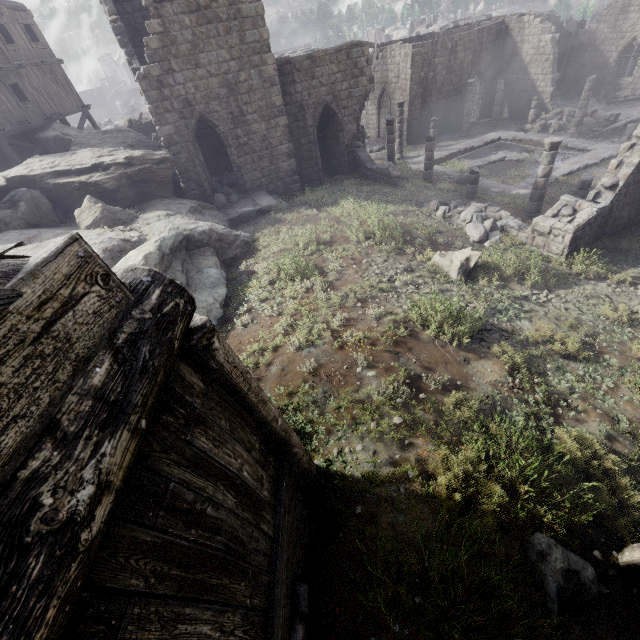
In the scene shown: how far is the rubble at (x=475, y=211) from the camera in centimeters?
1240cm

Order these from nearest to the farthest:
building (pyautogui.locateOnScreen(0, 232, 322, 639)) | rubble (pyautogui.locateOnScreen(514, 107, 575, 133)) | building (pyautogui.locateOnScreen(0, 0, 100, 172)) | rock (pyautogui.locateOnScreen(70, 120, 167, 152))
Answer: building (pyautogui.locateOnScreen(0, 232, 322, 639))
rock (pyautogui.locateOnScreen(70, 120, 167, 152))
building (pyautogui.locateOnScreen(0, 0, 100, 172))
rubble (pyautogui.locateOnScreen(514, 107, 575, 133))

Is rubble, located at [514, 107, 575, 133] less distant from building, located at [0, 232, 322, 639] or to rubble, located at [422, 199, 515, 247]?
building, located at [0, 232, 322, 639]

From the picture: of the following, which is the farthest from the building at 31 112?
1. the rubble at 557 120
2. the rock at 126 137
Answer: the rock at 126 137

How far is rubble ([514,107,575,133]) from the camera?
24.62m

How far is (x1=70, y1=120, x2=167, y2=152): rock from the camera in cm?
1769

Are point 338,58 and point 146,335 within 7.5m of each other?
no

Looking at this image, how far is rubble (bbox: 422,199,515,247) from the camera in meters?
12.4 m
